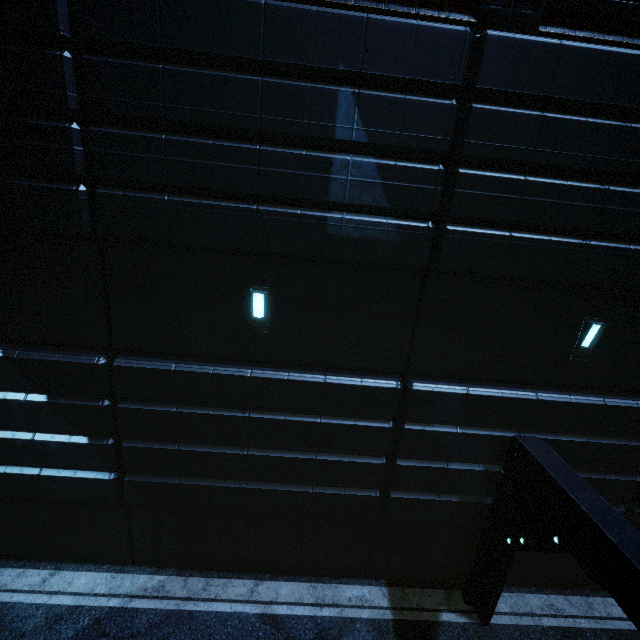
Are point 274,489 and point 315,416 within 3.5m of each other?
yes
